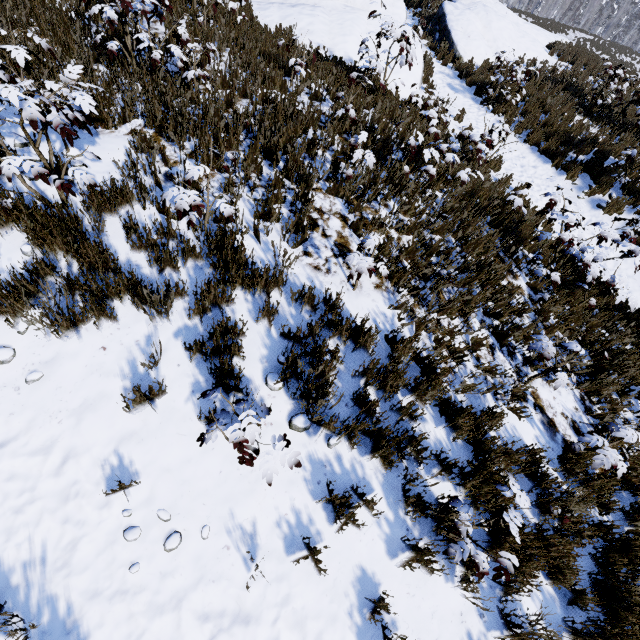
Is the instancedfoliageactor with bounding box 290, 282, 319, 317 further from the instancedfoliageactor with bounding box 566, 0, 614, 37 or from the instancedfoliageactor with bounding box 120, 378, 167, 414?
the instancedfoliageactor with bounding box 120, 378, 167, 414

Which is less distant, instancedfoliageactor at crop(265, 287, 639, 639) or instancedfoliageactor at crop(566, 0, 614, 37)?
instancedfoliageactor at crop(265, 287, 639, 639)

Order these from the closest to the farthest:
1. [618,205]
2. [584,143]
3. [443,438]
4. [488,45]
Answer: [443,438], [618,205], [584,143], [488,45]

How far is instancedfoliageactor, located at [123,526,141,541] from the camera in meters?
2.7 m

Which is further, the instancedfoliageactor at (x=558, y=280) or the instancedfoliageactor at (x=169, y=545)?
the instancedfoliageactor at (x=558, y=280)

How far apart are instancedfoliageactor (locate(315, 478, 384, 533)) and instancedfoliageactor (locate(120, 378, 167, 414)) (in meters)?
1.82

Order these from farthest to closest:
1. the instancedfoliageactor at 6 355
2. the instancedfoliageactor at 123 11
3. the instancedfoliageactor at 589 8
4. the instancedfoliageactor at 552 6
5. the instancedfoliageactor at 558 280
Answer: the instancedfoliageactor at 589 8 < the instancedfoliageactor at 552 6 < the instancedfoliageactor at 558 280 < the instancedfoliageactor at 123 11 < the instancedfoliageactor at 6 355

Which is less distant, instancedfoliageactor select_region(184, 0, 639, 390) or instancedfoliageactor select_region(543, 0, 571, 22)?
instancedfoliageactor select_region(184, 0, 639, 390)
